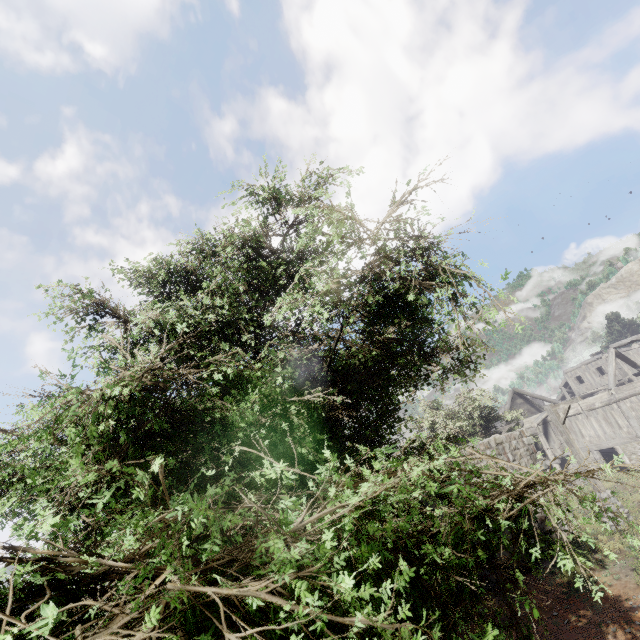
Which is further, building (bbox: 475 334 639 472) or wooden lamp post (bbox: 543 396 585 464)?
building (bbox: 475 334 639 472)

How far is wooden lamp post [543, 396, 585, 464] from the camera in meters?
13.3

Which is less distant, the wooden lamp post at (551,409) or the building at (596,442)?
the wooden lamp post at (551,409)

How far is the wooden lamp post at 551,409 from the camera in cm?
1328

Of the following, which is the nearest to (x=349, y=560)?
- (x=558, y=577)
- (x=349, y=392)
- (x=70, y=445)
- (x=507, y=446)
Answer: (x=70, y=445)
